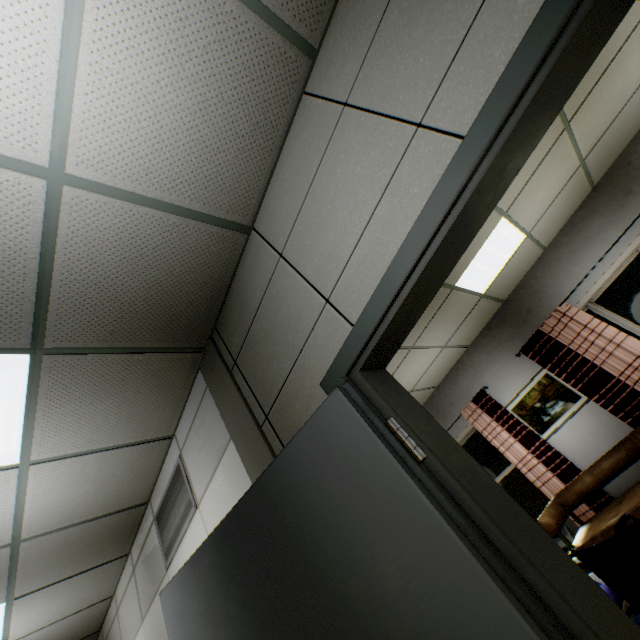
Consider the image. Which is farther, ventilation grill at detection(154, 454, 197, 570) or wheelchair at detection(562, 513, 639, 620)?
ventilation grill at detection(154, 454, 197, 570)

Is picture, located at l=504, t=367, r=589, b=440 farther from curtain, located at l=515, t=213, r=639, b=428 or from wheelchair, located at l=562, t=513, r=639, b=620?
wheelchair, located at l=562, t=513, r=639, b=620

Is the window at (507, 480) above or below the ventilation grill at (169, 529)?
below

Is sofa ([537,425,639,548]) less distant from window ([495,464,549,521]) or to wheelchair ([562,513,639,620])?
window ([495,464,549,521])

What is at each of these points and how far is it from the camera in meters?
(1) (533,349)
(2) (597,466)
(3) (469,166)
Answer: (1) curtain, 5.1
(2) sofa, 4.3
(3) door, 1.1

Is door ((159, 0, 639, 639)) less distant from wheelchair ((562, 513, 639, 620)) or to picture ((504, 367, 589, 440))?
wheelchair ((562, 513, 639, 620))

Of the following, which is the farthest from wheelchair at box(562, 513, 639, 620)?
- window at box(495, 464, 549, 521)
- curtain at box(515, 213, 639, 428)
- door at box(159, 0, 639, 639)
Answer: window at box(495, 464, 549, 521)

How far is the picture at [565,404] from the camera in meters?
4.8 m
